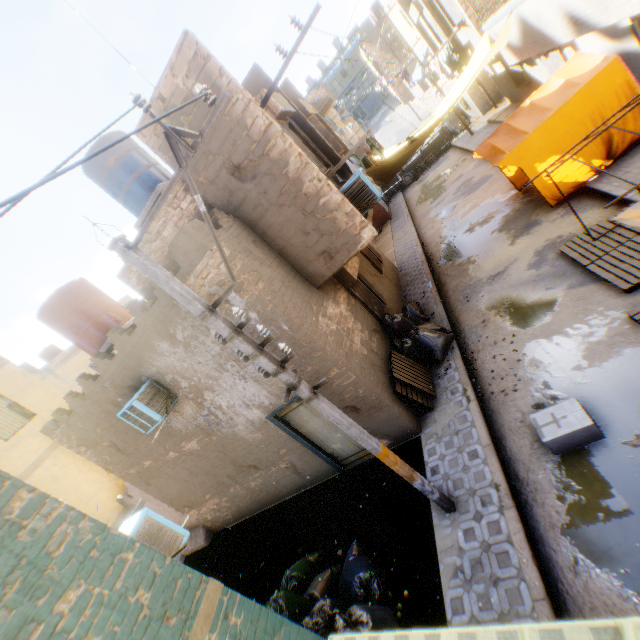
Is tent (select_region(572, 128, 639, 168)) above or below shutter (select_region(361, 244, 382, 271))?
below

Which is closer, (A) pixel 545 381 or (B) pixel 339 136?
(A) pixel 545 381

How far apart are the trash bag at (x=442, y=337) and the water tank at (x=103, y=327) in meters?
5.0 m

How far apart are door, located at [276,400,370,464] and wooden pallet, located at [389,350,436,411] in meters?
1.3 m

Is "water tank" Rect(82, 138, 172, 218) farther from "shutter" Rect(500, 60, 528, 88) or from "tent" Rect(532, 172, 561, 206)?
"shutter" Rect(500, 60, 528, 88)

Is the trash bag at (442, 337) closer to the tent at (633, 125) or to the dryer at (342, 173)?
the tent at (633, 125)

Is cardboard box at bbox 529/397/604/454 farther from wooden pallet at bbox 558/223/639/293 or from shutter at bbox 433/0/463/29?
shutter at bbox 433/0/463/29

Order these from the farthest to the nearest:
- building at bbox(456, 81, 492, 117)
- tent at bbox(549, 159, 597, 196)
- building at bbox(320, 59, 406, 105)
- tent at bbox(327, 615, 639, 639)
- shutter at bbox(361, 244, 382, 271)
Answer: building at bbox(320, 59, 406, 105)
building at bbox(456, 81, 492, 117)
shutter at bbox(361, 244, 382, 271)
tent at bbox(549, 159, 597, 196)
tent at bbox(327, 615, 639, 639)
